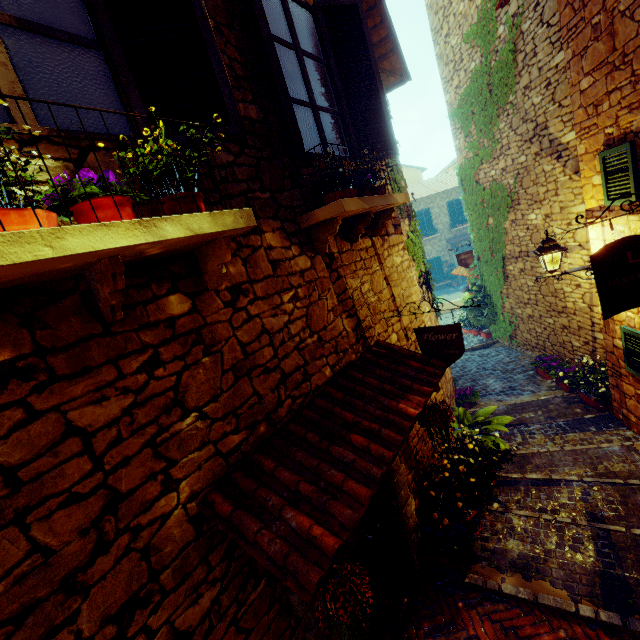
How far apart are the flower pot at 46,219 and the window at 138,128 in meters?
0.5

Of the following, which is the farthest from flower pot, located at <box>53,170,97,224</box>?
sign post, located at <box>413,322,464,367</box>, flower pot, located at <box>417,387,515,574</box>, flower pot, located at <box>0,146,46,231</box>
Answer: flower pot, located at <box>417,387,515,574</box>

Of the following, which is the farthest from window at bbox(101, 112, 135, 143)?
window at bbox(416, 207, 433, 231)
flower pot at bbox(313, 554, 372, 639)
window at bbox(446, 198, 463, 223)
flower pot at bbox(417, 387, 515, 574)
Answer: window at bbox(446, 198, 463, 223)

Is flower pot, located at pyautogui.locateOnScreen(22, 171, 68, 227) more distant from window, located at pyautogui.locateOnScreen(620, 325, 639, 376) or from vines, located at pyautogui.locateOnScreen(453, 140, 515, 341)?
window, located at pyautogui.locateOnScreen(620, 325, 639, 376)

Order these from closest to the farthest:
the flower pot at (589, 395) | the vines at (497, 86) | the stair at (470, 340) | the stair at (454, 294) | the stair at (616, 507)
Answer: the stair at (616, 507) → the flower pot at (589, 395) → the vines at (497, 86) → the stair at (470, 340) → the stair at (454, 294)

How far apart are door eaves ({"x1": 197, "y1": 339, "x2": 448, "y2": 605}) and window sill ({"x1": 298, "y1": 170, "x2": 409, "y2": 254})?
1.13m

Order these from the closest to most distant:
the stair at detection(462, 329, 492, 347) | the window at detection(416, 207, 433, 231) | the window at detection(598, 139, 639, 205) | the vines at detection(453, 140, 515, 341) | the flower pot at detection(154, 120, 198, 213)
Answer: the flower pot at detection(154, 120, 198, 213), the window at detection(598, 139, 639, 205), the vines at detection(453, 140, 515, 341), the stair at detection(462, 329, 492, 347), the window at detection(416, 207, 433, 231)

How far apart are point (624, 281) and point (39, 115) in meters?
4.0
